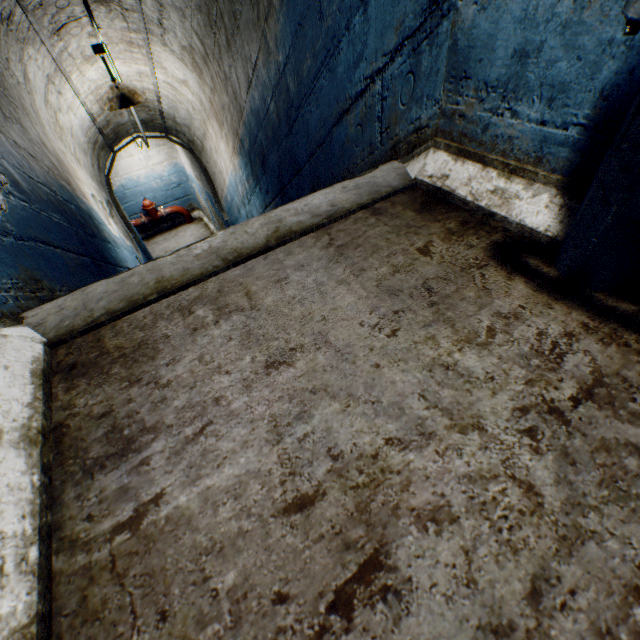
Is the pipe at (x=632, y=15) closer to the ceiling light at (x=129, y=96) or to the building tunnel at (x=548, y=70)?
the building tunnel at (x=548, y=70)

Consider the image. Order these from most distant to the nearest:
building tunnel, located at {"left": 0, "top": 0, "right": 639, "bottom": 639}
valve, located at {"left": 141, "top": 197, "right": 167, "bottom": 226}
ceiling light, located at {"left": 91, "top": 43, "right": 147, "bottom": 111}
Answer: valve, located at {"left": 141, "top": 197, "right": 167, "bottom": 226} < ceiling light, located at {"left": 91, "top": 43, "right": 147, "bottom": 111} < building tunnel, located at {"left": 0, "top": 0, "right": 639, "bottom": 639}

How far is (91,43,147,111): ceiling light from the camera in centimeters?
317cm

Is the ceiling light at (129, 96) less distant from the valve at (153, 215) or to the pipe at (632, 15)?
the pipe at (632, 15)

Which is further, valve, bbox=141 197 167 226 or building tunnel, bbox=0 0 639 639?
valve, bbox=141 197 167 226

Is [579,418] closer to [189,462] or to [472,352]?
[472,352]

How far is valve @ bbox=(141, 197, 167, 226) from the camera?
8.4m

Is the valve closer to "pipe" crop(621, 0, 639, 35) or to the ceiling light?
the ceiling light
